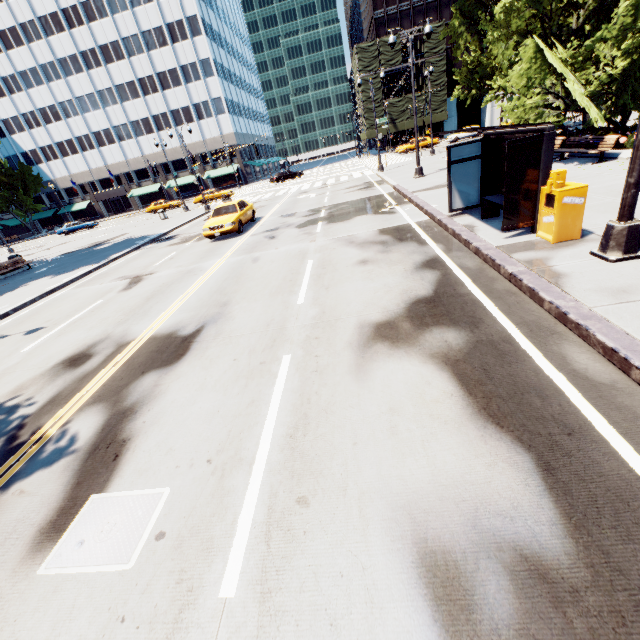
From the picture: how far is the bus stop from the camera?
6.7m

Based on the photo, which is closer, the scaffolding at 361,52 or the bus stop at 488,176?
the bus stop at 488,176

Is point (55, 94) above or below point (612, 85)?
above

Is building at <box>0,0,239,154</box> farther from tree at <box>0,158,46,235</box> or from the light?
the light

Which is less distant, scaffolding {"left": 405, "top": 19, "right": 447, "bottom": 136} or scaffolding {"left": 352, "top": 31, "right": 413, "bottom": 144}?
scaffolding {"left": 405, "top": 19, "right": 447, "bottom": 136}

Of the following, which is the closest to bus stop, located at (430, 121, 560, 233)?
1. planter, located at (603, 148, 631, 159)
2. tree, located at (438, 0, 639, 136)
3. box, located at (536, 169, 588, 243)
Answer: box, located at (536, 169, 588, 243)

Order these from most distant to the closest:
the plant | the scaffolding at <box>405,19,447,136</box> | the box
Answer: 1. the scaffolding at <box>405,19,447,136</box>
2. the plant
3. the box

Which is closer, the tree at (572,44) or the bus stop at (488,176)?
the bus stop at (488,176)
